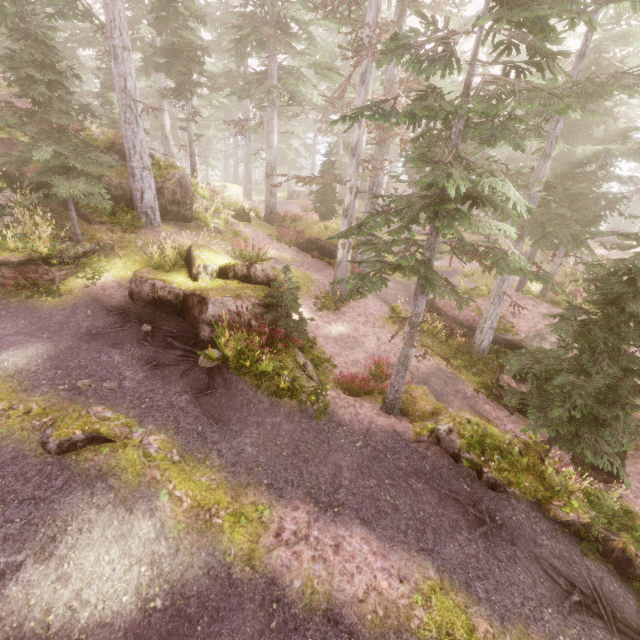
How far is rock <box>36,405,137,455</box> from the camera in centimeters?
621cm

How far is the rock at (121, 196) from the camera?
12.51m

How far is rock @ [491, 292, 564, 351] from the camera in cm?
1523

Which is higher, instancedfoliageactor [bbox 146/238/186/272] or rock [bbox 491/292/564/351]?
instancedfoliageactor [bbox 146/238/186/272]

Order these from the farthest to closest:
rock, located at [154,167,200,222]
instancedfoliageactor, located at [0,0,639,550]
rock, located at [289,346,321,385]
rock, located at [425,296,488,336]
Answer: rock, located at [425,296,488,336]
rock, located at [154,167,200,222]
rock, located at [289,346,321,385]
instancedfoliageactor, located at [0,0,639,550]

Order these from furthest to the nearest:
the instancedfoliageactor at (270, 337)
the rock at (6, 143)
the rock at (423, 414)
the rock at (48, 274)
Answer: the rock at (6, 143)
the rock at (48, 274)
the instancedfoliageactor at (270, 337)
the rock at (423, 414)

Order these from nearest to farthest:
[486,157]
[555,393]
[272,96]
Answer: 1. [555,393]
2. [272,96]
3. [486,157]
